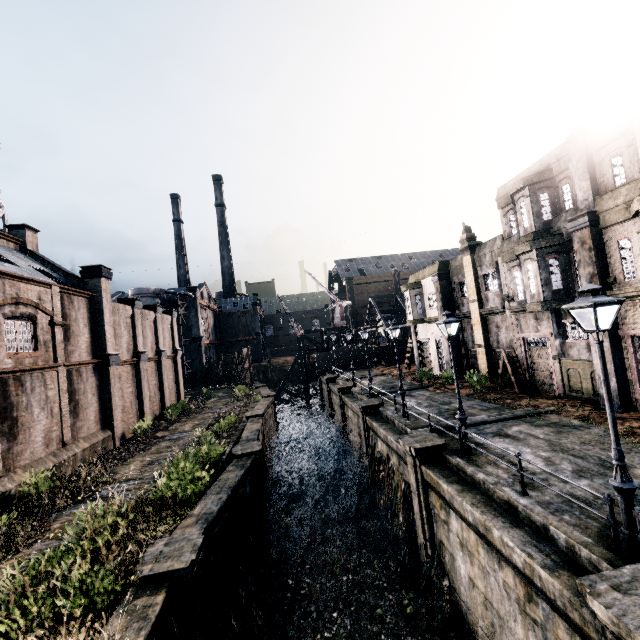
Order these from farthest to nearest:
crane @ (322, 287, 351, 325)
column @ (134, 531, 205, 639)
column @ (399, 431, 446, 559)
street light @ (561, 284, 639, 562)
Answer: crane @ (322, 287, 351, 325) → column @ (399, 431, 446, 559) → column @ (134, 531, 205, 639) → street light @ (561, 284, 639, 562)

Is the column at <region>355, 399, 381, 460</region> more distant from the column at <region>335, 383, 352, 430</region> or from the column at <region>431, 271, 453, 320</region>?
the column at <region>431, 271, 453, 320</region>

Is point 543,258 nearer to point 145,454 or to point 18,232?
point 145,454

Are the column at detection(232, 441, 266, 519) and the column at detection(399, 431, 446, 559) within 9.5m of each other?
yes

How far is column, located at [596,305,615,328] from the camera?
15.1m

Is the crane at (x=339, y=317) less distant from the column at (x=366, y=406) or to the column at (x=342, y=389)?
the column at (x=342, y=389)

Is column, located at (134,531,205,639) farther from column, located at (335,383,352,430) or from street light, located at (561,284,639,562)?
column, located at (335,383,352,430)

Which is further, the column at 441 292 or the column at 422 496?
the column at 441 292
